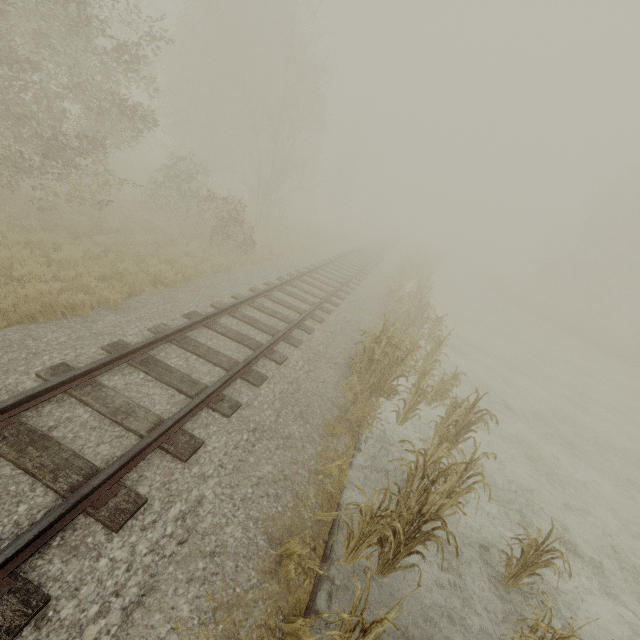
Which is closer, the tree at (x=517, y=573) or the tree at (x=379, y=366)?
the tree at (x=379, y=366)

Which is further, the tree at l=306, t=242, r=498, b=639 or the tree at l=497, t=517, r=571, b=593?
the tree at l=497, t=517, r=571, b=593

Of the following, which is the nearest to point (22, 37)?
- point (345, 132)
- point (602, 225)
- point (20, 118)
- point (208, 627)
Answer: point (20, 118)

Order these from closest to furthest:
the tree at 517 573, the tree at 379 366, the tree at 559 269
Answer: the tree at 379 366 < the tree at 517 573 < the tree at 559 269

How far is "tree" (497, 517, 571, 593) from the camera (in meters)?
4.43

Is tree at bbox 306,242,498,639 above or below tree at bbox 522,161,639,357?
below

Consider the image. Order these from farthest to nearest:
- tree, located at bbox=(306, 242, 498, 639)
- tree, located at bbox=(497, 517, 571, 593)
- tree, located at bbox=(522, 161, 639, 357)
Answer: tree, located at bbox=(522, 161, 639, 357) < tree, located at bbox=(497, 517, 571, 593) < tree, located at bbox=(306, 242, 498, 639)
